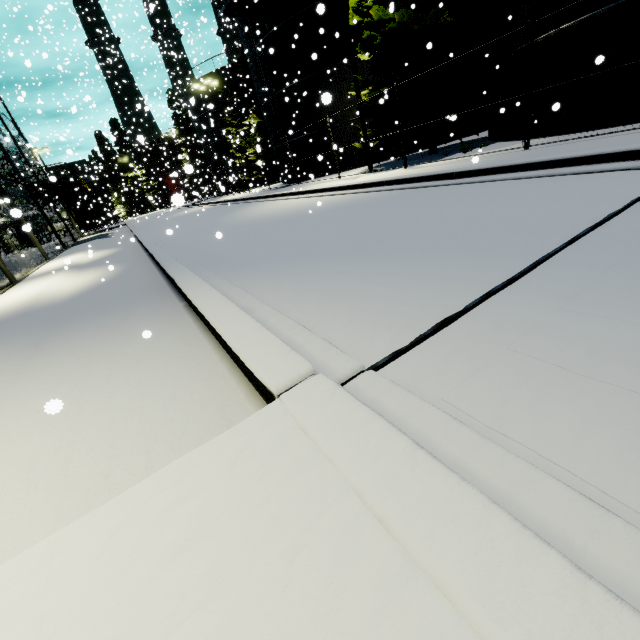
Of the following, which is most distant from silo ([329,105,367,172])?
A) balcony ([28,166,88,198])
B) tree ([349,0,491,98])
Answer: balcony ([28,166,88,198])

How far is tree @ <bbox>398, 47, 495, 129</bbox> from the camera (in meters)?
13.93

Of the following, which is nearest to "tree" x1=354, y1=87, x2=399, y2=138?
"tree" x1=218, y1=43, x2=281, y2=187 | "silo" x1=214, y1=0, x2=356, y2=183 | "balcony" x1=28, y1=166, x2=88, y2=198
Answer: "silo" x1=214, y1=0, x2=356, y2=183

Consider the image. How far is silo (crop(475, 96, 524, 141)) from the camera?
12.24m

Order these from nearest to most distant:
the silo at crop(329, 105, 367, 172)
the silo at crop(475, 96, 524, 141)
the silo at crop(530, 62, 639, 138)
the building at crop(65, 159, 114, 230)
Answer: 1. the silo at crop(530, 62, 639, 138)
2. the silo at crop(475, 96, 524, 141)
3. the silo at crop(329, 105, 367, 172)
4. the building at crop(65, 159, 114, 230)

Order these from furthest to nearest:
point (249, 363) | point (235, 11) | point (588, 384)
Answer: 1. point (235, 11)
2. point (249, 363)
3. point (588, 384)

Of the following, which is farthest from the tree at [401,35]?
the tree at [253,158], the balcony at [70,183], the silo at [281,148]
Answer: the balcony at [70,183]

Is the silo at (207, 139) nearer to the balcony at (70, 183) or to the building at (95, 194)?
the building at (95, 194)
